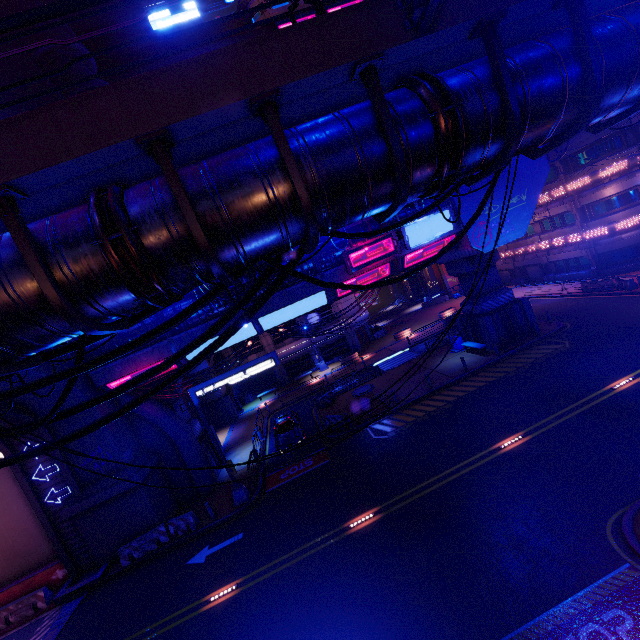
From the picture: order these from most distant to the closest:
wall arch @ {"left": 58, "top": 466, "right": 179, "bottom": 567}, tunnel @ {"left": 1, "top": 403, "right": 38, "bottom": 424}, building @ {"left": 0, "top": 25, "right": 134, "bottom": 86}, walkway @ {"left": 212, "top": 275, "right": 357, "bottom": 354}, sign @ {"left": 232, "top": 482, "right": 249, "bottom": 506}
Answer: building @ {"left": 0, "top": 25, "right": 134, "bottom": 86}, walkway @ {"left": 212, "top": 275, "right": 357, "bottom": 354}, sign @ {"left": 232, "top": 482, "right": 249, "bottom": 506}, wall arch @ {"left": 58, "top": 466, "right": 179, "bottom": 567}, tunnel @ {"left": 1, "top": 403, "right": 38, "bottom": 424}

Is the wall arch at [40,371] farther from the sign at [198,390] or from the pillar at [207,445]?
the sign at [198,390]

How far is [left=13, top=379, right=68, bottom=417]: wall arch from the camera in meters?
16.4

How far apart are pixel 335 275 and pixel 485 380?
11.93m

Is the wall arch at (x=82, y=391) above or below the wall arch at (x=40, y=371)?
below

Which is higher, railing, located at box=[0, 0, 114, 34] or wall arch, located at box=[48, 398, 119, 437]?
railing, located at box=[0, 0, 114, 34]

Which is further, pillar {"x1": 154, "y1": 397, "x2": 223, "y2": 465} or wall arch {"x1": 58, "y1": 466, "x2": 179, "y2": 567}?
pillar {"x1": 154, "y1": 397, "x2": 223, "y2": 465}

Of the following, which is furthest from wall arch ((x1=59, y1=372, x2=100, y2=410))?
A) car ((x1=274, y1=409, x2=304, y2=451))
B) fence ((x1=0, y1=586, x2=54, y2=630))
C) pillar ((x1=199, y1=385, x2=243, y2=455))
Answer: pillar ((x1=199, y1=385, x2=243, y2=455))
